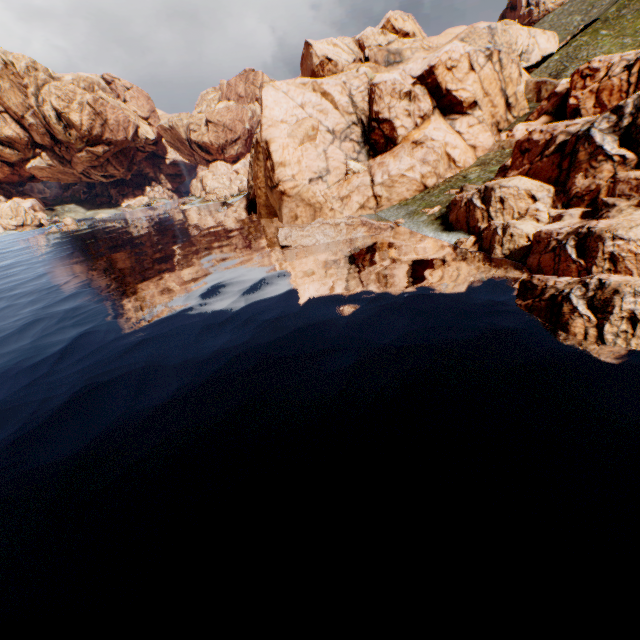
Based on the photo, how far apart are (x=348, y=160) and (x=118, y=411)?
51.7 meters
